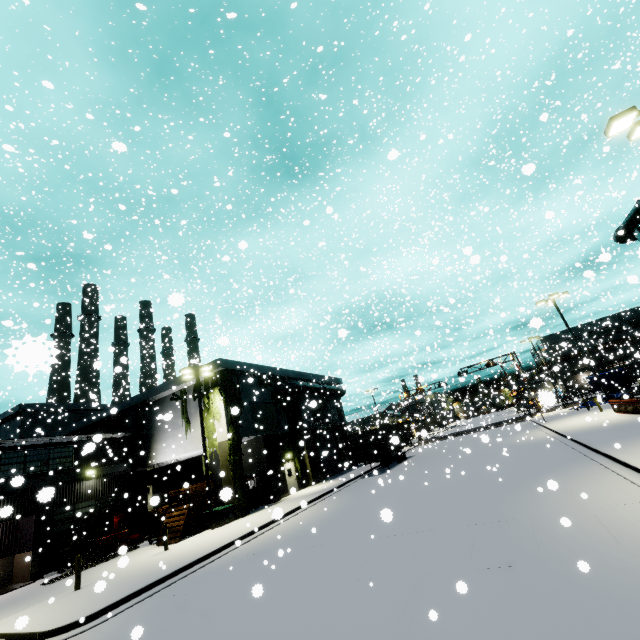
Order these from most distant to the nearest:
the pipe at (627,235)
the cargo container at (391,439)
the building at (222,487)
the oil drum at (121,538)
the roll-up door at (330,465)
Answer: the roll-up door at (330,465), the cargo container at (391,439), the pipe at (627,235), the oil drum at (121,538), the building at (222,487)

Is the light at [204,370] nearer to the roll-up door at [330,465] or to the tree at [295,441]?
the tree at [295,441]

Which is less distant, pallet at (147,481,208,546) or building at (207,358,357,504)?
pallet at (147,481,208,546)

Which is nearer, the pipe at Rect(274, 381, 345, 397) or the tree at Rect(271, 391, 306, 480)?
the tree at Rect(271, 391, 306, 480)

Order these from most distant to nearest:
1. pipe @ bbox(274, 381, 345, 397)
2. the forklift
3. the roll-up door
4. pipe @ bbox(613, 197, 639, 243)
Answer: the roll-up door → pipe @ bbox(274, 381, 345, 397) → pipe @ bbox(613, 197, 639, 243) → the forklift

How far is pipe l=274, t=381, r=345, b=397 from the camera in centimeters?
3009cm

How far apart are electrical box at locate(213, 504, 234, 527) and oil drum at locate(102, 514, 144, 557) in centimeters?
630cm

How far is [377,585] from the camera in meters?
7.1 m
